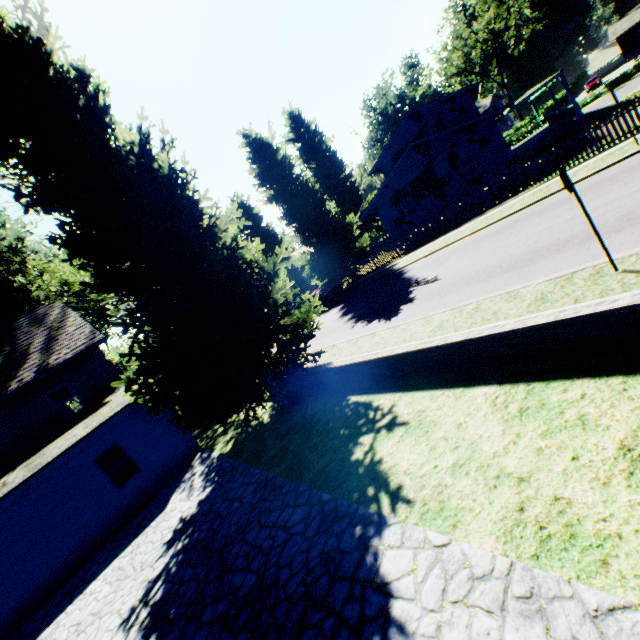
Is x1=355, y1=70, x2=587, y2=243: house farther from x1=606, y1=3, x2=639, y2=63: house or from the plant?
x1=606, y1=3, x2=639, y2=63: house

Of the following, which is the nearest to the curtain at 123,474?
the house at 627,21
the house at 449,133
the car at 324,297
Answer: the car at 324,297

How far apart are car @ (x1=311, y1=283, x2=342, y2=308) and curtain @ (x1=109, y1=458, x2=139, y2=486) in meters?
16.3

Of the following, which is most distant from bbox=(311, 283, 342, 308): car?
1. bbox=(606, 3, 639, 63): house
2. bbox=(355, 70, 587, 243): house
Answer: bbox=(606, 3, 639, 63): house

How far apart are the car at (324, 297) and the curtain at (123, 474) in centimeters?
1630cm

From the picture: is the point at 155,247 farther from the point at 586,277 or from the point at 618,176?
the point at 618,176

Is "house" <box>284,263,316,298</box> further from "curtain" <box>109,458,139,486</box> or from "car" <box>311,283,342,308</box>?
"curtain" <box>109,458,139,486</box>

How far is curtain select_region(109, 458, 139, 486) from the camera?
12.47m
